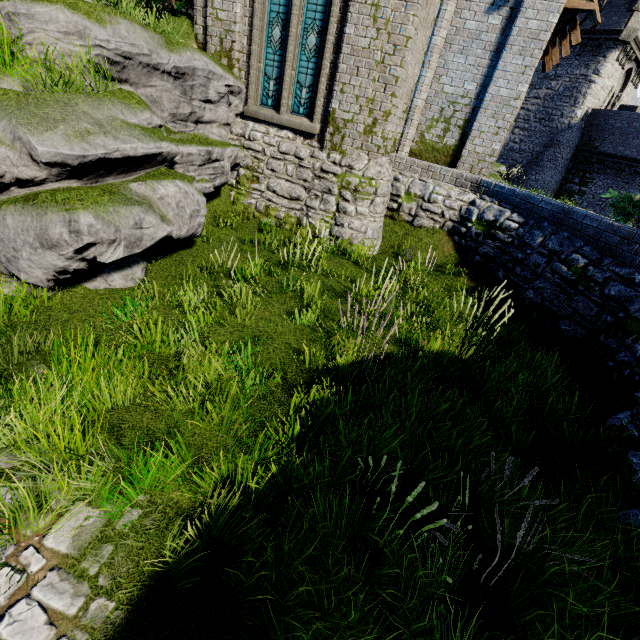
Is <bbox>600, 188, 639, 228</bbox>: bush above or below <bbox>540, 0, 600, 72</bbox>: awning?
below

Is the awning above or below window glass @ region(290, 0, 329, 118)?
above

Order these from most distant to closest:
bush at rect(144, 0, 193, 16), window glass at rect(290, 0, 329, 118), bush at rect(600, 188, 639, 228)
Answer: bush at rect(144, 0, 193, 16) → window glass at rect(290, 0, 329, 118) → bush at rect(600, 188, 639, 228)

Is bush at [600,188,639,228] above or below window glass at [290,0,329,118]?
below

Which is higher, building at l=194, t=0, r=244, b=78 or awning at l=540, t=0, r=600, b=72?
awning at l=540, t=0, r=600, b=72

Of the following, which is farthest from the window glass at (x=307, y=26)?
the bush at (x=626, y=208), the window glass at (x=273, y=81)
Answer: the bush at (x=626, y=208)

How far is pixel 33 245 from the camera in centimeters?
432cm

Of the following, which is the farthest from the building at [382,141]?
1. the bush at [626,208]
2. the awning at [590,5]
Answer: the bush at [626,208]
